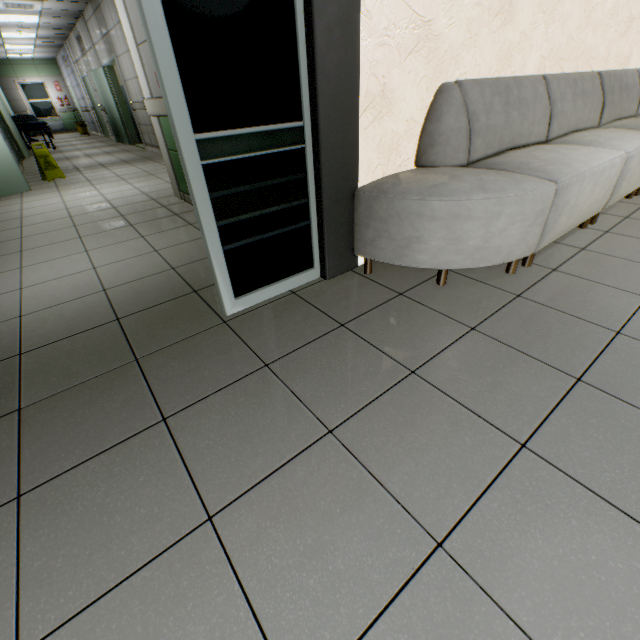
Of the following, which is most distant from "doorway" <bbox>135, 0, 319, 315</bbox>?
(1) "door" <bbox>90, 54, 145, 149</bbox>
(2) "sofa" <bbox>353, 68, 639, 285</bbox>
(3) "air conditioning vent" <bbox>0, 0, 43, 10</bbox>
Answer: (3) "air conditioning vent" <bbox>0, 0, 43, 10</bbox>

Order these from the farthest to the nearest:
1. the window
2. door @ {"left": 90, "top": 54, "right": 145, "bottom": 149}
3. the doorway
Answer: the window → door @ {"left": 90, "top": 54, "right": 145, "bottom": 149} → the doorway

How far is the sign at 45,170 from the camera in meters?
5.9 m

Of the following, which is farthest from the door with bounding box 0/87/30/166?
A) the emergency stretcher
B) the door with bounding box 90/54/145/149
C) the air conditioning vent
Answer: the door with bounding box 90/54/145/149

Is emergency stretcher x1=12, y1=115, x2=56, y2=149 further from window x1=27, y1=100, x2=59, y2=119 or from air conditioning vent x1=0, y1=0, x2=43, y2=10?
window x1=27, y1=100, x2=59, y2=119

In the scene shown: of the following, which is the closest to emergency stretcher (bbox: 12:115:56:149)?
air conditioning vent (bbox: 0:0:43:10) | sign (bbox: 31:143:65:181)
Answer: air conditioning vent (bbox: 0:0:43:10)

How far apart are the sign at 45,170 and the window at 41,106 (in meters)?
17.15

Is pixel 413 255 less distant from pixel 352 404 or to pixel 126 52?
pixel 352 404
